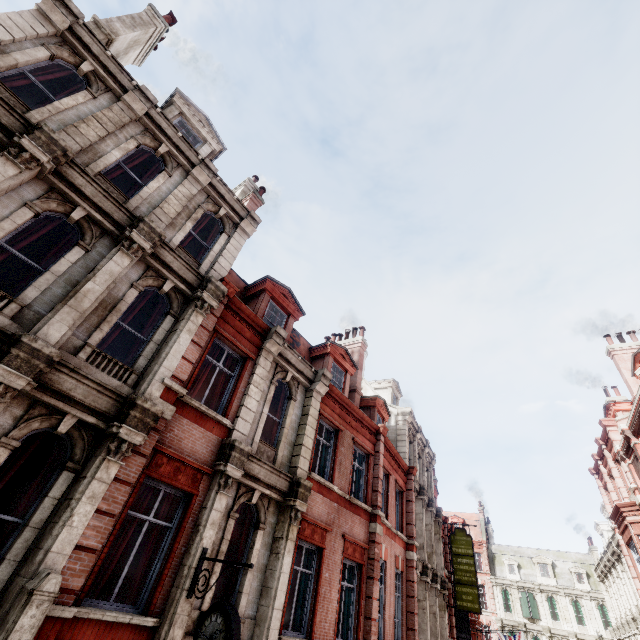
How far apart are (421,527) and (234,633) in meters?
16.7

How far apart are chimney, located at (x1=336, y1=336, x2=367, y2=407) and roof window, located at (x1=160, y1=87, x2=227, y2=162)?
12.1m

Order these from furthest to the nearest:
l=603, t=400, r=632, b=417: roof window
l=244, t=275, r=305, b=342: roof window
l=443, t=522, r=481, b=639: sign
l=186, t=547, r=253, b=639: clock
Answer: l=603, t=400, r=632, b=417: roof window, l=443, t=522, r=481, b=639: sign, l=244, t=275, r=305, b=342: roof window, l=186, t=547, r=253, b=639: clock

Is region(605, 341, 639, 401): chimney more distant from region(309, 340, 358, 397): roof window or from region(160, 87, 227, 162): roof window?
region(160, 87, 227, 162): roof window

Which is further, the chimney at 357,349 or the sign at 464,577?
the sign at 464,577

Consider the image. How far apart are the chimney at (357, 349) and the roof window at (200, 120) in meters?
12.1

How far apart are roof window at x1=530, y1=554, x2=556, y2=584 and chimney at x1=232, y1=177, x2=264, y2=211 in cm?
5588

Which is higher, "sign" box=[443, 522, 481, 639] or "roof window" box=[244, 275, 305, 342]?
"roof window" box=[244, 275, 305, 342]
